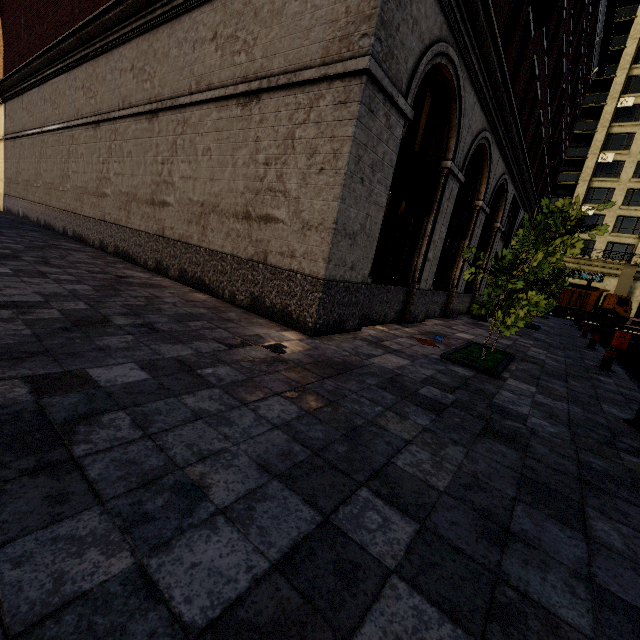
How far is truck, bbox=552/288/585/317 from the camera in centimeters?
3119cm

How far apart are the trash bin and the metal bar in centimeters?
806cm

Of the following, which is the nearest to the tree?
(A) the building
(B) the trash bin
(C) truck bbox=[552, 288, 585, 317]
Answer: (A) the building

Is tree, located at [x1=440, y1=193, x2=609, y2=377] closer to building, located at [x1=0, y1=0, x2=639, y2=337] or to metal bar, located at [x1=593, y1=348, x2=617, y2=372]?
building, located at [x1=0, y1=0, x2=639, y2=337]

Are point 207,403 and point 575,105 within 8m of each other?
no

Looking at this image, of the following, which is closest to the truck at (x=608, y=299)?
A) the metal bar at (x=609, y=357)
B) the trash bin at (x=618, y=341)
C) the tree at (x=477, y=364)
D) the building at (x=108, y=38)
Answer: the building at (x=108, y=38)

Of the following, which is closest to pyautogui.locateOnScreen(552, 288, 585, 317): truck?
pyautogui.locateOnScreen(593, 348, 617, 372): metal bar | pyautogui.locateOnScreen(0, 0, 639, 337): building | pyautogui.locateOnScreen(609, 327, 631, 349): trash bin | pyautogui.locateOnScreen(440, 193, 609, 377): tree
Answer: pyautogui.locateOnScreen(0, 0, 639, 337): building

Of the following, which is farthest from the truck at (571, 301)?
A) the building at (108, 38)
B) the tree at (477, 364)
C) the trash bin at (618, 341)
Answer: the trash bin at (618, 341)
